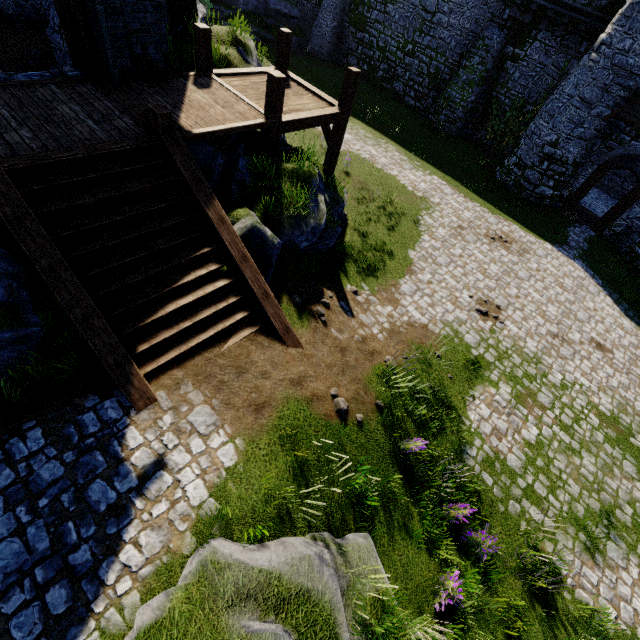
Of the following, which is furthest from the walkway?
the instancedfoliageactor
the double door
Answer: the instancedfoliageactor

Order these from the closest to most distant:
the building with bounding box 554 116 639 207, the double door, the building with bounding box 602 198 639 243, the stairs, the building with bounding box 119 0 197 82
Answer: the stairs → the double door → the building with bounding box 119 0 197 82 → the building with bounding box 554 116 639 207 → the building with bounding box 602 198 639 243

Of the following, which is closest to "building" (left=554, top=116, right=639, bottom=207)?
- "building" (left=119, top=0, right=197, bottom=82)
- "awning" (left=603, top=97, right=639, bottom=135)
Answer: "awning" (left=603, top=97, right=639, bottom=135)

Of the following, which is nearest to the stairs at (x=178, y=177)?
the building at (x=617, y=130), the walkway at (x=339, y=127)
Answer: the walkway at (x=339, y=127)

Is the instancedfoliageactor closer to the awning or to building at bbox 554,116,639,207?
the awning

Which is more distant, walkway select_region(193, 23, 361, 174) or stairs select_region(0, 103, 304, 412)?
walkway select_region(193, 23, 361, 174)

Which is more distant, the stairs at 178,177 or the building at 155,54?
the building at 155,54

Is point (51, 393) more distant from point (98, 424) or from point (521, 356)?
point (521, 356)
